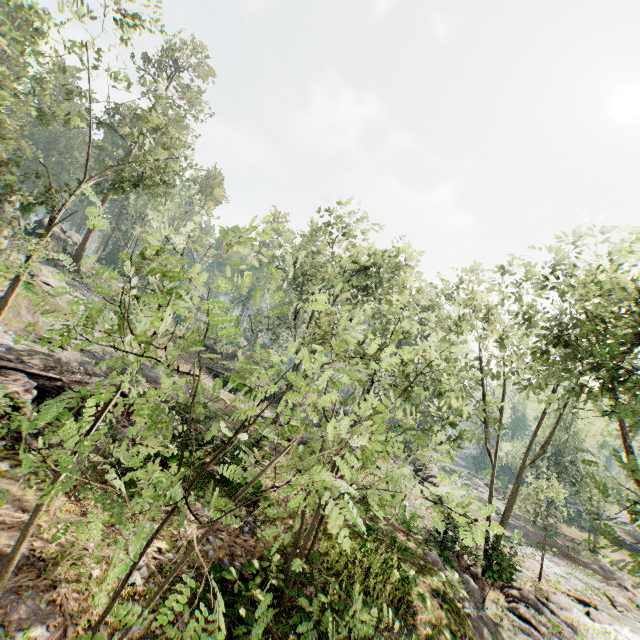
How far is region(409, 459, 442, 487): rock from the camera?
26.5m

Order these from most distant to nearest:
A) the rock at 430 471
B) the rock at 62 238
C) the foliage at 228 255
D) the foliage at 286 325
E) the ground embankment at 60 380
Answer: the rock at 62 238 → the rock at 430 471 → the ground embankment at 60 380 → the foliage at 228 255 → the foliage at 286 325

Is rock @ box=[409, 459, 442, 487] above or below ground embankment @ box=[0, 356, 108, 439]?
below

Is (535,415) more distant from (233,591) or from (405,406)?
(233,591)

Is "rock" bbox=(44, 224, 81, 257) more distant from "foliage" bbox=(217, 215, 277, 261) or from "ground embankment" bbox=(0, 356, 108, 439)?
"ground embankment" bbox=(0, 356, 108, 439)

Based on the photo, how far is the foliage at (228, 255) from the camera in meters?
3.1 m

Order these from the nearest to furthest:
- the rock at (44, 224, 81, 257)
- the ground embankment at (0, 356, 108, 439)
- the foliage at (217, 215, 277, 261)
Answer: the foliage at (217, 215, 277, 261), the ground embankment at (0, 356, 108, 439), the rock at (44, 224, 81, 257)
